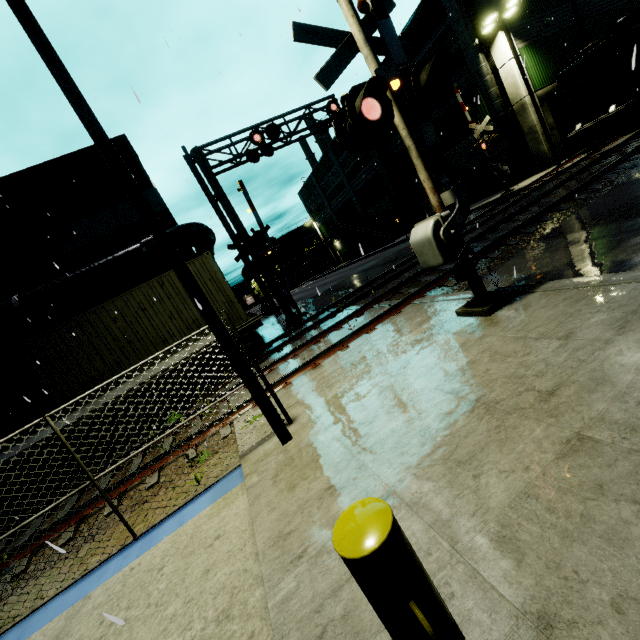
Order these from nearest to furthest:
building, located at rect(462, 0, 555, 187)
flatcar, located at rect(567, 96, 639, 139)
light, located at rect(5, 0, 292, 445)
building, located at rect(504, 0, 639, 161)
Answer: light, located at rect(5, 0, 292, 445) → flatcar, located at rect(567, 96, 639, 139) → building, located at rect(462, 0, 555, 187) → building, located at rect(504, 0, 639, 161)

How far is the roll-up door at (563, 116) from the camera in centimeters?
2209cm

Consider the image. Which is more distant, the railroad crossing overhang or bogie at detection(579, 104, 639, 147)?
bogie at detection(579, 104, 639, 147)

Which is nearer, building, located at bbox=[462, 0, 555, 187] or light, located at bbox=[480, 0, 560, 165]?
light, located at bbox=[480, 0, 560, 165]

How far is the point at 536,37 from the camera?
21.66m

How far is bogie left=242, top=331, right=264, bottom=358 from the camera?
11.0 meters

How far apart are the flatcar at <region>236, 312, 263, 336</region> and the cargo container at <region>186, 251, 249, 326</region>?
0.0 meters

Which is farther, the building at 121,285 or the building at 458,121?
the building at 458,121
